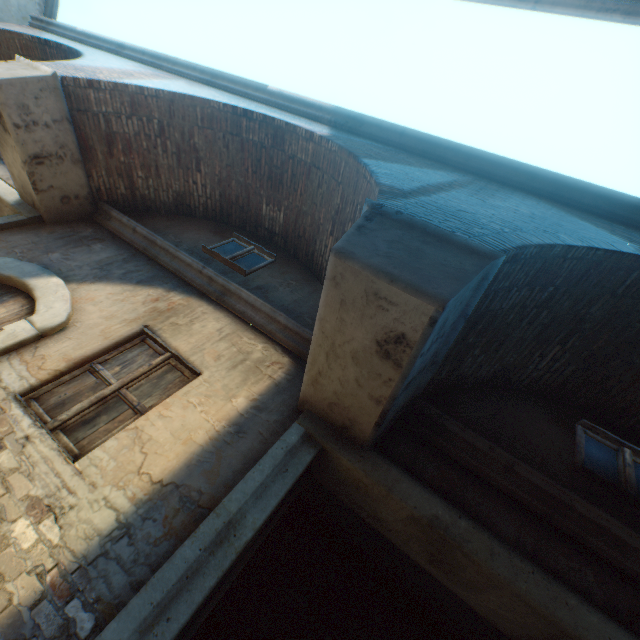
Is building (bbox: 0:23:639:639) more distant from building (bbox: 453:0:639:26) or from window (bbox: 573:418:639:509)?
building (bbox: 453:0:639:26)

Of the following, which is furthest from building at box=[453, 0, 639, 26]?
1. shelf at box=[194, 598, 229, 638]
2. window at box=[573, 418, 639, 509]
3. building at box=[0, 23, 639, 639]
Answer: shelf at box=[194, 598, 229, 638]

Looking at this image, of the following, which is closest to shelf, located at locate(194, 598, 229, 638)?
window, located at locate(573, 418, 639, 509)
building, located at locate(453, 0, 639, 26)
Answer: window, located at locate(573, 418, 639, 509)

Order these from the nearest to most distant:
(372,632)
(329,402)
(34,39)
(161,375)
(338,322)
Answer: (338,322), (329,402), (161,375), (372,632), (34,39)

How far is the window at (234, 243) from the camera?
5.1m

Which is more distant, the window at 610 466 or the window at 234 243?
the window at 234 243

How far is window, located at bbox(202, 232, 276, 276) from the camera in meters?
5.1 m

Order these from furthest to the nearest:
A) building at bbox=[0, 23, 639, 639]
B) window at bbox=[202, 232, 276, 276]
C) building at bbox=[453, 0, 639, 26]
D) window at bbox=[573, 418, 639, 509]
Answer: window at bbox=[202, 232, 276, 276] < building at bbox=[453, 0, 639, 26] < window at bbox=[573, 418, 639, 509] < building at bbox=[0, 23, 639, 639]
